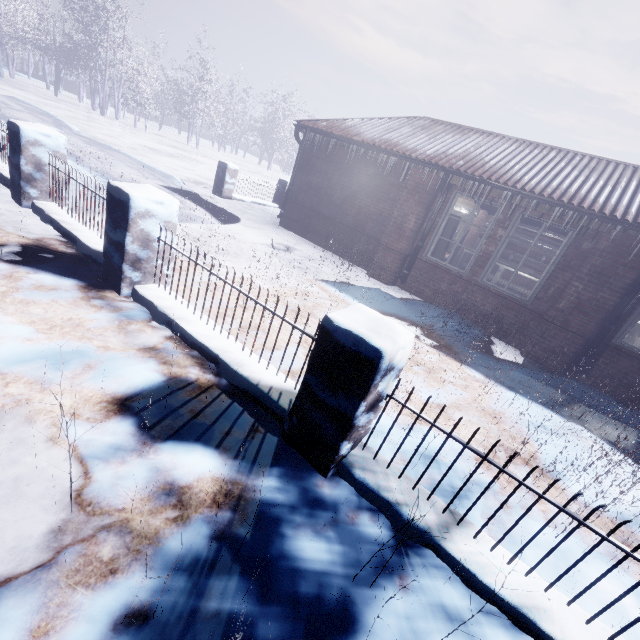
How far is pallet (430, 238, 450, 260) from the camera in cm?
622

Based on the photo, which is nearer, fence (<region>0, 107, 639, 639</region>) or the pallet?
fence (<region>0, 107, 639, 639</region>)

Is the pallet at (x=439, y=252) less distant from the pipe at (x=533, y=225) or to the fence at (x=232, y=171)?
the pipe at (x=533, y=225)

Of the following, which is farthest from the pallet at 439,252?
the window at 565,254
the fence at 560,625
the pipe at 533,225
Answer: the fence at 560,625

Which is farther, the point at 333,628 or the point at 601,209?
the point at 601,209

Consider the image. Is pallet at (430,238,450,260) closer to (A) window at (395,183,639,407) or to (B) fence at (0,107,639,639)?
(A) window at (395,183,639,407)

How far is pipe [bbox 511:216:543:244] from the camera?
5.70m

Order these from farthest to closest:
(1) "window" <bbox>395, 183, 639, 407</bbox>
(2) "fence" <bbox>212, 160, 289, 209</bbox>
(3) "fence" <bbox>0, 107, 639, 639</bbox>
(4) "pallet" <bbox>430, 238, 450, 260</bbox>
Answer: (2) "fence" <bbox>212, 160, 289, 209</bbox> < (4) "pallet" <bbox>430, 238, 450, 260</bbox> < (1) "window" <bbox>395, 183, 639, 407</bbox> < (3) "fence" <bbox>0, 107, 639, 639</bbox>
